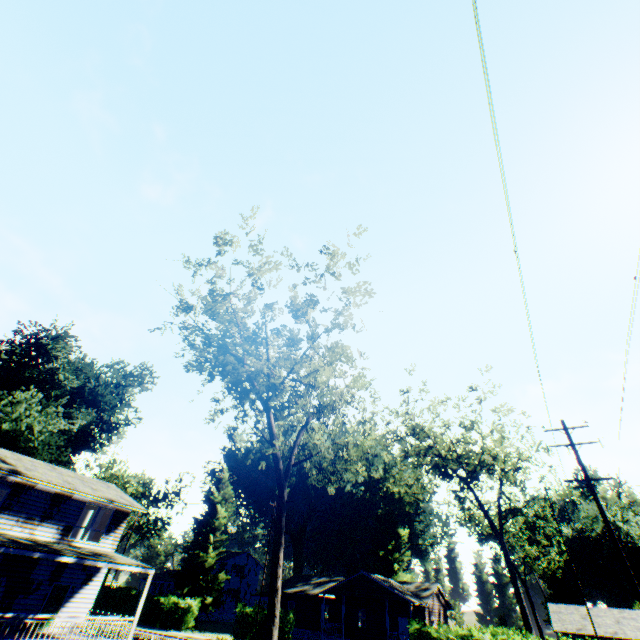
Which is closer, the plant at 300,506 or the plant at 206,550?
the plant at 206,550

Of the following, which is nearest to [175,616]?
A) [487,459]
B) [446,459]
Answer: [446,459]

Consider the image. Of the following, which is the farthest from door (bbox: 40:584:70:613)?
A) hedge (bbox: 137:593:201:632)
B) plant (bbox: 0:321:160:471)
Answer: hedge (bbox: 137:593:201:632)

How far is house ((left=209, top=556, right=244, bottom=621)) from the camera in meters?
54.9 m

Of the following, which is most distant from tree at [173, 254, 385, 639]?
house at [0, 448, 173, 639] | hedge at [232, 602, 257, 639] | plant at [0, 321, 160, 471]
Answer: plant at [0, 321, 160, 471]

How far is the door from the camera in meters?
19.8

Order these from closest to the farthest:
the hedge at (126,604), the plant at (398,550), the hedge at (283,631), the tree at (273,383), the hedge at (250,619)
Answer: the tree at (273,383), the hedge at (283,631), the hedge at (250,619), the hedge at (126,604), the plant at (398,550)

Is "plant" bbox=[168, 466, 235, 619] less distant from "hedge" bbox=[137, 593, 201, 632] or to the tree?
"hedge" bbox=[137, 593, 201, 632]
